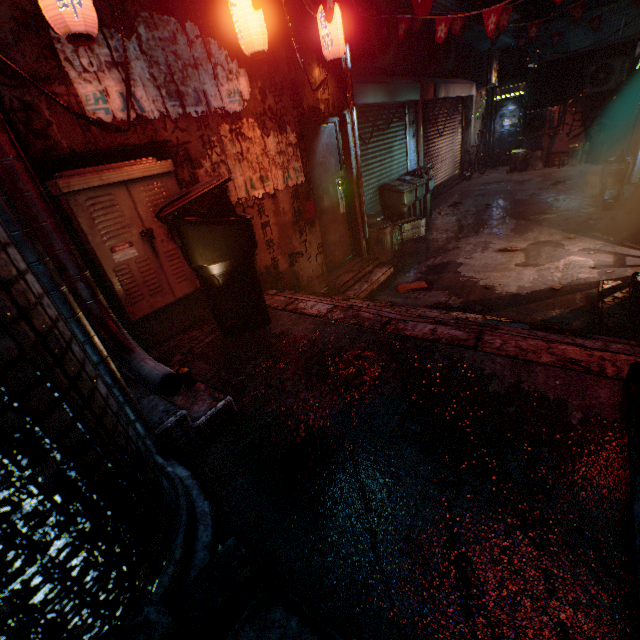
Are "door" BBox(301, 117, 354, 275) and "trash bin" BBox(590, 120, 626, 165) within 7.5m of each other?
no

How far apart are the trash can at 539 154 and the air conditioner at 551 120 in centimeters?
29cm

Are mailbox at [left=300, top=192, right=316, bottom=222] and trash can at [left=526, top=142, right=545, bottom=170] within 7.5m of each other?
no

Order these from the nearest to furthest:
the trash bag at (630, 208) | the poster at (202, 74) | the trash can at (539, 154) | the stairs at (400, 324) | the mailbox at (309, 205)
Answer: the stairs at (400, 324)
the poster at (202, 74)
the mailbox at (309, 205)
the trash bag at (630, 208)
the trash can at (539, 154)

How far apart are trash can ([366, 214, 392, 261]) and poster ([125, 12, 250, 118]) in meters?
3.0

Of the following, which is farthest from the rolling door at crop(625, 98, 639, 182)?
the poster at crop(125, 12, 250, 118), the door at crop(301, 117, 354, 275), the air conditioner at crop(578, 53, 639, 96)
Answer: the poster at crop(125, 12, 250, 118)

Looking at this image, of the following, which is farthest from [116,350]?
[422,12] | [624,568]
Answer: [422,12]

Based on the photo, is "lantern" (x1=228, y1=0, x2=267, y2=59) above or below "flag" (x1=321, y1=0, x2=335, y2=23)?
above
